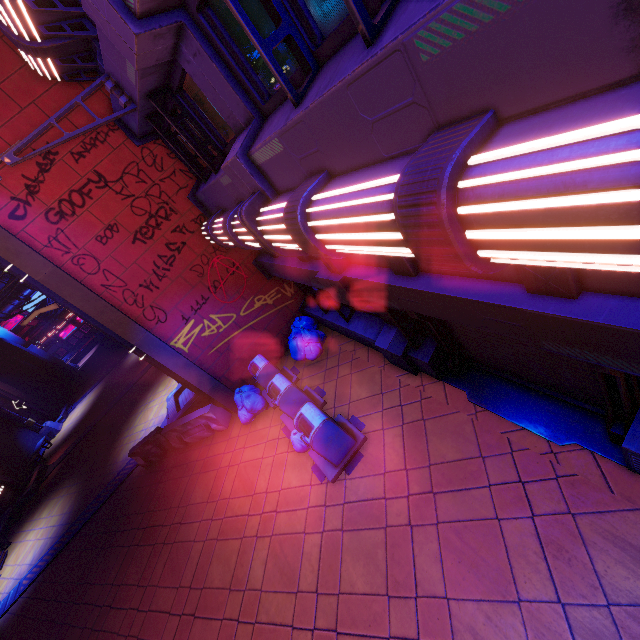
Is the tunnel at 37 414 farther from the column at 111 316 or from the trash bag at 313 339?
the trash bag at 313 339

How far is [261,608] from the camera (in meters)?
5.77

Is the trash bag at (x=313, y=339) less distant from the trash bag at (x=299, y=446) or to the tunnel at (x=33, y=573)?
the trash bag at (x=299, y=446)

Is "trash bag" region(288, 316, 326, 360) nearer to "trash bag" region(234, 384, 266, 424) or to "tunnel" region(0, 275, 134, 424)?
"trash bag" region(234, 384, 266, 424)

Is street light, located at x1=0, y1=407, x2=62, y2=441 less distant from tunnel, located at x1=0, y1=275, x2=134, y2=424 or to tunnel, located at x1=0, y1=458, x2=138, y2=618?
tunnel, located at x1=0, y1=275, x2=134, y2=424

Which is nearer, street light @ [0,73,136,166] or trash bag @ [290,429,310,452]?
street light @ [0,73,136,166]

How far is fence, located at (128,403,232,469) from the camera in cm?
1015

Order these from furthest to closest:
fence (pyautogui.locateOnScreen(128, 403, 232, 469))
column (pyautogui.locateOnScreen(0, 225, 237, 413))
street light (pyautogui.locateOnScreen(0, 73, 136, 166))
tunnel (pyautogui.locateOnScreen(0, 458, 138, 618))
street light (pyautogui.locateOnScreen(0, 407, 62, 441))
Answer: Answer:
1. street light (pyautogui.locateOnScreen(0, 407, 62, 441))
2. tunnel (pyautogui.locateOnScreen(0, 458, 138, 618))
3. fence (pyautogui.locateOnScreen(128, 403, 232, 469))
4. column (pyautogui.locateOnScreen(0, 225, 237, 413))
5. street light (pyautogui.locateOnScreen(0, 73, 136, 166))
